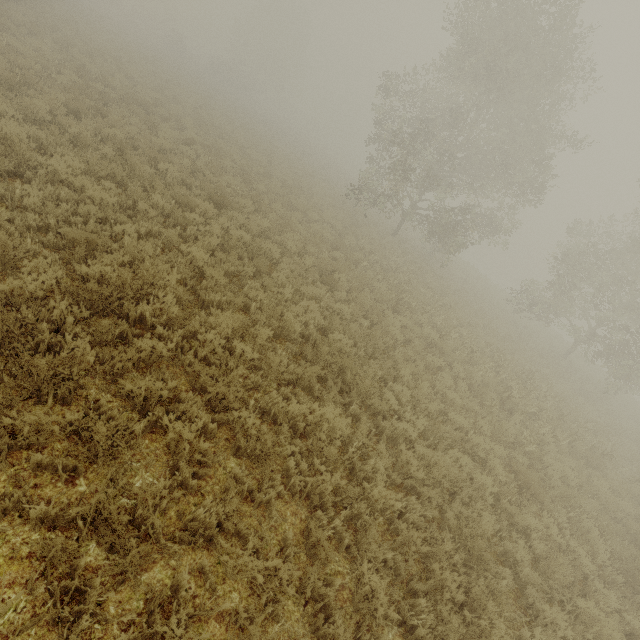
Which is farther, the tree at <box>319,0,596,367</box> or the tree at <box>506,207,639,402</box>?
the tree at <box>506,207,639,402</box>

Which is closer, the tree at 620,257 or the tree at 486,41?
the tree at 486,41

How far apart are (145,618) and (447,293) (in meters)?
17.60
